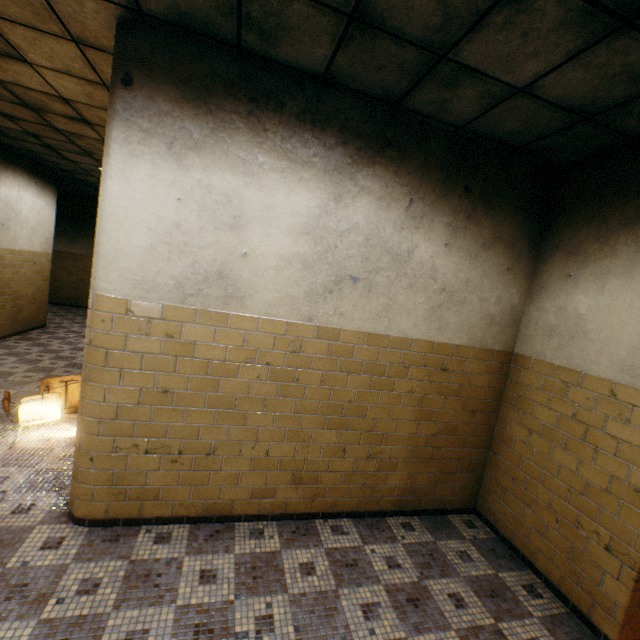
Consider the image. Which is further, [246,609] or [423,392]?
[423,392]
